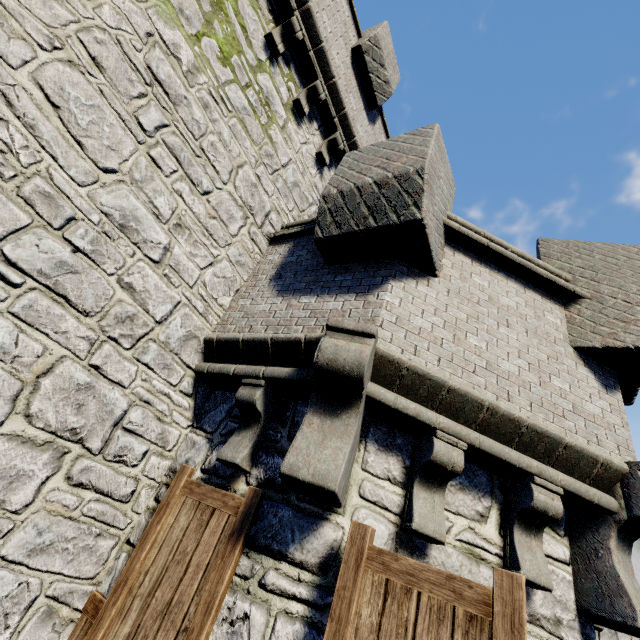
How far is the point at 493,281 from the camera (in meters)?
4.13
